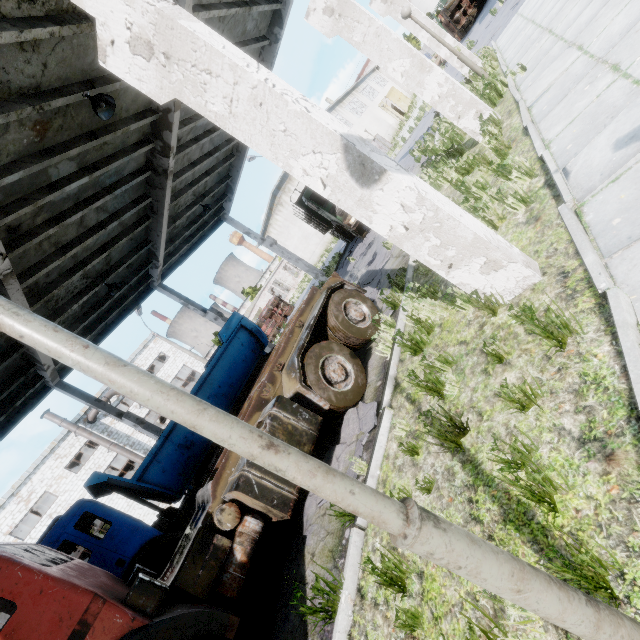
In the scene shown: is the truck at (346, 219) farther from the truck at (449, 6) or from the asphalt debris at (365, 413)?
the truck at (449, 6)

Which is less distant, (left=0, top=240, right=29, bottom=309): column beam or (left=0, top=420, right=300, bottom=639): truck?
(left=0, top=420, right=300, bottom=639): truck

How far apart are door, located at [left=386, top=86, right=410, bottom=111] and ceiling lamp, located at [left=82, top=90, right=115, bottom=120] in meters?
49.9

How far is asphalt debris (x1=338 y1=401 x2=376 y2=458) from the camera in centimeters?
478cm

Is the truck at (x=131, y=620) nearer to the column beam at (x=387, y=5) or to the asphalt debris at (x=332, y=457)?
the asphalt debris at (x=332, y=457)

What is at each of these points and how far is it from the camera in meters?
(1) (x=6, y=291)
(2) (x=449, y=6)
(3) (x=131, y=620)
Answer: (1) column beam, 7.4
(2) truck, 26.4
(3) truck, 3.0

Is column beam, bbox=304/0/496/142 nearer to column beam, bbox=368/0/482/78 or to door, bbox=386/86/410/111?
column beam, bbox=368/0/482/78

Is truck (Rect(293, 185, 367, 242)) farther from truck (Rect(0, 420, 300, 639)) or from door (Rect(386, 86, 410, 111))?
door (Rect(386, 86, 410, 111))
